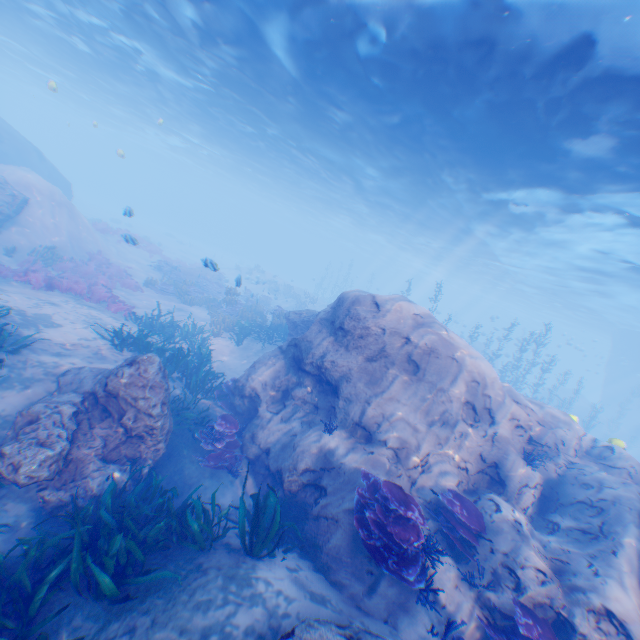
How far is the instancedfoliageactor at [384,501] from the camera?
5.3 meters

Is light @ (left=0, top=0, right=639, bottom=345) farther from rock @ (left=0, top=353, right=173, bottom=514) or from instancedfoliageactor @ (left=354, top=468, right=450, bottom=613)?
instancedfoliageactor @ (left=354, top=468, right=450, bottom=613)

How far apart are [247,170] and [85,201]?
33.0m

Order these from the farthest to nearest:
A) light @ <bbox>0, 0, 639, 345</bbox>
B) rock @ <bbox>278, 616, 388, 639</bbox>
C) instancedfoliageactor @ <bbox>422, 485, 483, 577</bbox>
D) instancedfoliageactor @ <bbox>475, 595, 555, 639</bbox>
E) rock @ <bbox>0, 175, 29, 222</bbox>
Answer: rock @ <bbox>0, 175, 29, 222</bbox>
light @ <bbox>0, 0, 639, 345</bbox>
instancedfoliageactor @ <bbox>422, 485, 483, 577</bbox>
instancedfoliageactor @ <bbox>475, 595, 555, 639</bbox>
rock @ <bbox>278, 616, 388, 639</bbox>

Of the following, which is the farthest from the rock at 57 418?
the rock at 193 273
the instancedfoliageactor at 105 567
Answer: the rock at 193 273

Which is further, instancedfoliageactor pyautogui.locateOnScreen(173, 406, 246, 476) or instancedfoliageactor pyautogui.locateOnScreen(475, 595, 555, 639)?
instancedfoliageactor pyautogui.locateOnScreen(173, 406, 246, 476)

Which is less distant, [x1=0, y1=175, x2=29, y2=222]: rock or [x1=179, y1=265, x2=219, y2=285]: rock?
[x1=0, y1=175, x2=29, y2=222]: rock

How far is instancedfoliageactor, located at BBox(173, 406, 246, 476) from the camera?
8.9m
